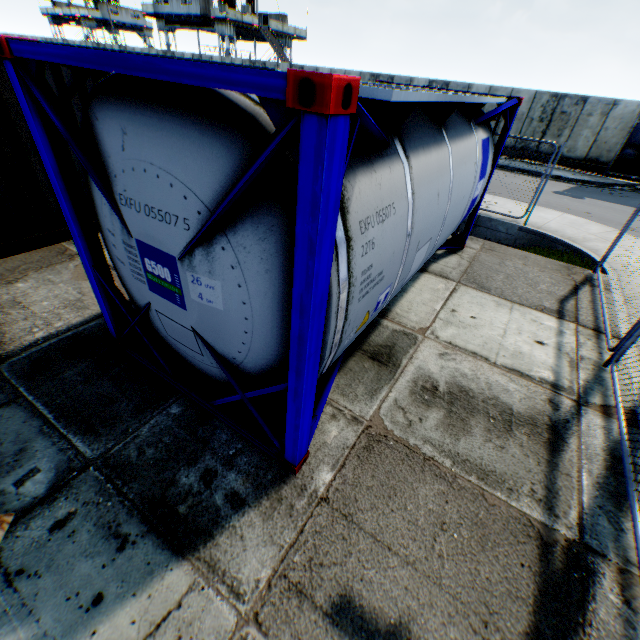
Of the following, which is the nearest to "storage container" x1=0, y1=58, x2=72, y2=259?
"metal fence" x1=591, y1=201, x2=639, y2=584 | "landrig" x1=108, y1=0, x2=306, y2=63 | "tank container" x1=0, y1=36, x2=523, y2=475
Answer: "tank container" x1=0, y1=36, x2=523, y2=475

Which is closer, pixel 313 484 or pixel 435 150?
pixel 313 484

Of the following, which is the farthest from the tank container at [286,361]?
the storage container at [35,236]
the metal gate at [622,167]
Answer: the metal gate at [622,167]

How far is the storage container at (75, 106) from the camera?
5.52m

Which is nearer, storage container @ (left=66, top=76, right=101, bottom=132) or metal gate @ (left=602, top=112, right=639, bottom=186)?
storage container @ (left=66, top=76, right=101, bottom=132)

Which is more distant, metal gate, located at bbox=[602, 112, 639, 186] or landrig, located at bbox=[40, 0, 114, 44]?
landrig, located at bbox=[40, 0, 114, 44]

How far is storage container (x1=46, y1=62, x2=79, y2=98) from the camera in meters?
5.1 m

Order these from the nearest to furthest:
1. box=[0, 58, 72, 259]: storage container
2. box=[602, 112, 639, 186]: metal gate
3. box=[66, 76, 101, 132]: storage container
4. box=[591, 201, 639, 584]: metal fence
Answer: box=[591, 201, 639, 584]: metal fence → box=[0, 58, 72, 259]: storage container → box=[66, 76, 101, 132]: storage container → box=[602, 112, 639, 186]: metal gate
